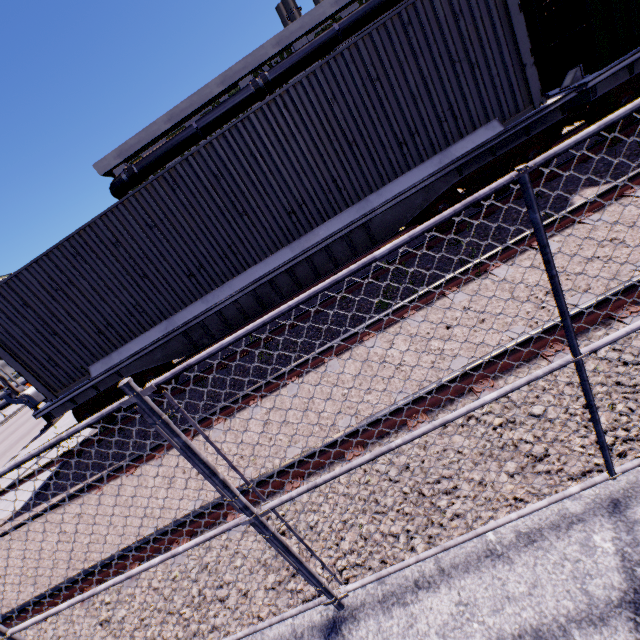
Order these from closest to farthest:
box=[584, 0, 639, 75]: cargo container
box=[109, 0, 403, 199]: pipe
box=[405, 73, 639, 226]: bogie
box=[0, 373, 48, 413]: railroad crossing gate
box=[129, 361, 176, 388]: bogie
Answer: box=[584, 0, 639, 75]: cargo container
box=[405, 73, 639, 226]: bogie
box=[129, 361, 176, 388]: bogie
box=[0, 373, 48, 413]: railroad crossing gate
box=[109, 0, 403, 199]: pipe

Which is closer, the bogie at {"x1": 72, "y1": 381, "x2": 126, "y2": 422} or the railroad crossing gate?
the bogie at {"x1": 72, "y1": 381, "x2": 126, "y2": 422}

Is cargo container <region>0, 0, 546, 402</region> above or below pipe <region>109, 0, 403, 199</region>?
below

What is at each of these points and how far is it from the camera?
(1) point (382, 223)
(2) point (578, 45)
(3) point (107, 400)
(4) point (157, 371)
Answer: (1) flatcar, 6.6m
(2) cargo container door, 6.0m
(3) bogie, 7.7m
(4) bogie, 7.6m

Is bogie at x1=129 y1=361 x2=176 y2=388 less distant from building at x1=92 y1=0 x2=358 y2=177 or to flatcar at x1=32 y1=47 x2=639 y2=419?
flatcar at x1=32 y1=47 x2=639 y2=419

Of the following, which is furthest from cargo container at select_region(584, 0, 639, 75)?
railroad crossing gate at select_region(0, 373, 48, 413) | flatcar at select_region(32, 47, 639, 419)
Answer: railroad crossing gate at select_region(0, 373, 48, 413)

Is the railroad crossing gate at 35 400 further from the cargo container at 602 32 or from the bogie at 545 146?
the bogie at 545 146

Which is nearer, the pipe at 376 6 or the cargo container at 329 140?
the cargo container at 329 140
